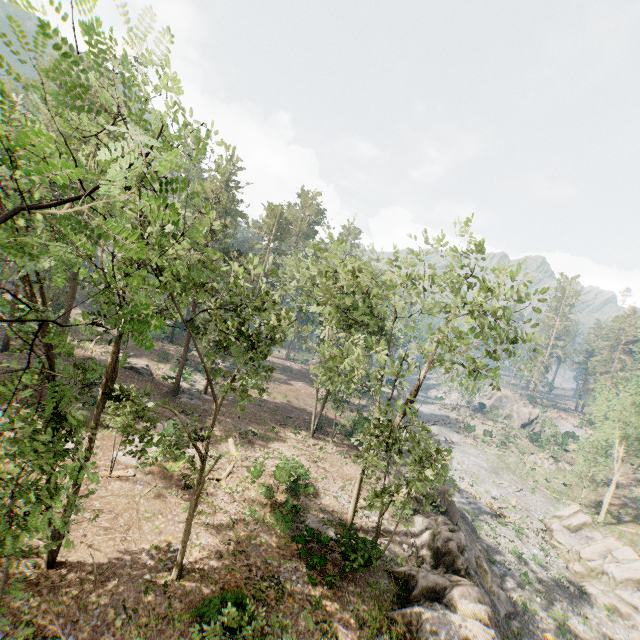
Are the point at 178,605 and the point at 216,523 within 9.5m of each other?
yes

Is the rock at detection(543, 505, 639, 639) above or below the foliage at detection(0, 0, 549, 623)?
below

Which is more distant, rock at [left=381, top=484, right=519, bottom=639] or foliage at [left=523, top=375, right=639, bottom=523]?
foliage at [left=523, top=375, right=639, bottom=523]

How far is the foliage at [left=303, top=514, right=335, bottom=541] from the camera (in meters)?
18.49

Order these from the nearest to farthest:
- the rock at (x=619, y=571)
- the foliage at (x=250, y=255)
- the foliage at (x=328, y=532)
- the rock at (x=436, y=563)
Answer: the foliage at (x=250, y=255), the rock at (x=436, y=563), the foliage at (x=328, y=532), the rock at (x=619, y=571)

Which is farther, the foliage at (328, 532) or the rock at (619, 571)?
the rock at (619, 571)

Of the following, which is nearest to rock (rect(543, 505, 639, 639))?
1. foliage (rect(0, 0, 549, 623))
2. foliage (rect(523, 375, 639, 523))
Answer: foliage (rect(0, 0, 549, 623))
